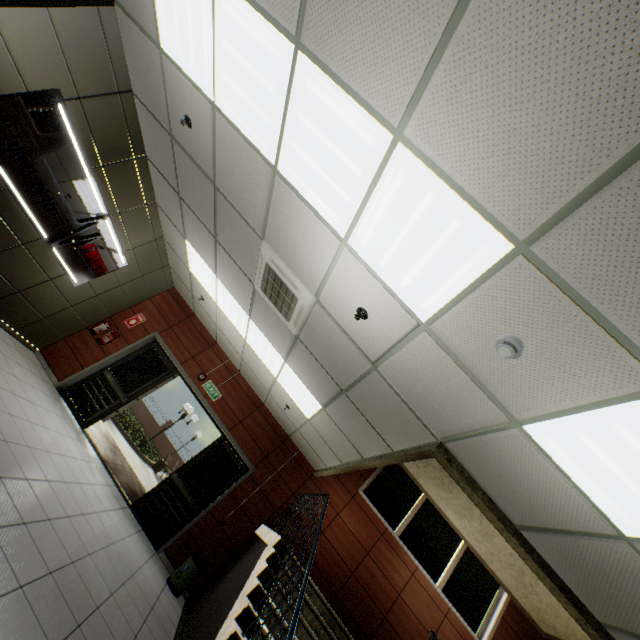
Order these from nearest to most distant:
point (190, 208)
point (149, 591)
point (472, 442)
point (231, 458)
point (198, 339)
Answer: point (472, 442) → point (149, 591) → point (190, 208) → point (231, 458) → point (198, 339)

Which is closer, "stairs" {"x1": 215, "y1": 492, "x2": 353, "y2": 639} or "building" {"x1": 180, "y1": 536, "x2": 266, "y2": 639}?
"stairs" {"x1": 215, "y1": 492, "x2": 353, "y2": 639}

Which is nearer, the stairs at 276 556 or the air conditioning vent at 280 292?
the stairs at 276 556

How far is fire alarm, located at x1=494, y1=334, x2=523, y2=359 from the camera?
2.1m

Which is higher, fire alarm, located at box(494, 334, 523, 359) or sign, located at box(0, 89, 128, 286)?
fire alarm, located at box(494, 334, 523, 359)

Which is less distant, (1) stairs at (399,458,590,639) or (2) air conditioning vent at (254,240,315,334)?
(2) air conditioning vent at (254,240,315,334)

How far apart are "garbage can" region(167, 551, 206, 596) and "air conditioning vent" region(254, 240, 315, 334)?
4.7m

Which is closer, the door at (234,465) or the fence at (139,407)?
the door at (234,465)
